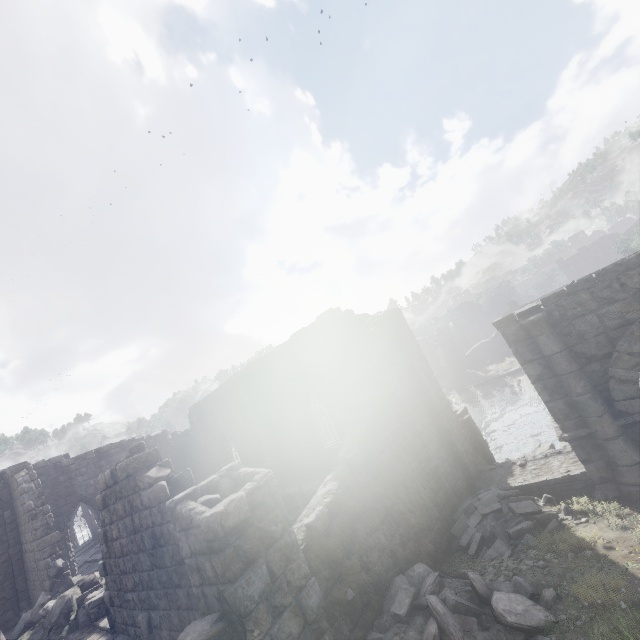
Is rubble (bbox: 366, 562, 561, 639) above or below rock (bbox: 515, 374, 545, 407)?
above

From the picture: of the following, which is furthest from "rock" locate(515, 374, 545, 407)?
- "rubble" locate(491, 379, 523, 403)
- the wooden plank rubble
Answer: the wooden plank rubble

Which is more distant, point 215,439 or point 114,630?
point 215,439

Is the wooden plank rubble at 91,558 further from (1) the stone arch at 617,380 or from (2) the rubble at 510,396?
(2) the rubble at 510,396

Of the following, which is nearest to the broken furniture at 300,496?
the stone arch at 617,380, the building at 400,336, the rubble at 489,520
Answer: the building at 400,336

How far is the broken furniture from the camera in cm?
1115

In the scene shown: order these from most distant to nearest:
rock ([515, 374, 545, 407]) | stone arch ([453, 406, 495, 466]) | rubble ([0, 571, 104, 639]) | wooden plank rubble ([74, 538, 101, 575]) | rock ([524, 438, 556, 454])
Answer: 1. rock ([515, 374, 545, 407])
2. wooden plank rubble ([74, 538, 101, 575])
3. rock ([524, 438, 556, 454])
4. stone arch ([453, 406, 495, 466])
5. rubble ([0, 571, 104, 639])

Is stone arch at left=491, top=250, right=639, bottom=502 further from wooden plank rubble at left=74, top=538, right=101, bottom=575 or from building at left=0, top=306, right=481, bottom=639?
wooden plank rubble at left=74, top=538, right=101, bottom=575
